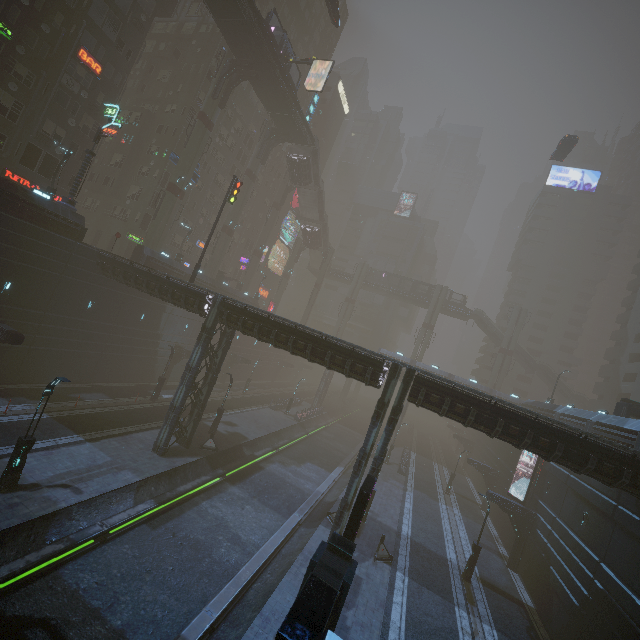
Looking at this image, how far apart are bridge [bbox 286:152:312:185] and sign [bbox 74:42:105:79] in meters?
24.5 m

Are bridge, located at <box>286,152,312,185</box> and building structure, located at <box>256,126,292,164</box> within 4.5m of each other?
yes

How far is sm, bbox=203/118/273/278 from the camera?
46.1 meters

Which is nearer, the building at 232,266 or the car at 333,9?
the car at 333,9

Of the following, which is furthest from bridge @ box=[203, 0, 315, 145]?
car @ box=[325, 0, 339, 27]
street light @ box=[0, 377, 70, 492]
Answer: street light @ box=[0, 377, 70, 492]

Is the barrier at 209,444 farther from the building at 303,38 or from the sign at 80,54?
the sign at 80,54

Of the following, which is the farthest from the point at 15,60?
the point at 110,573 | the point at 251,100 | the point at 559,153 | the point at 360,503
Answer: the point at 559,153

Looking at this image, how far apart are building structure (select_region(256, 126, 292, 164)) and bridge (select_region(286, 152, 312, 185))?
3.6 meters
